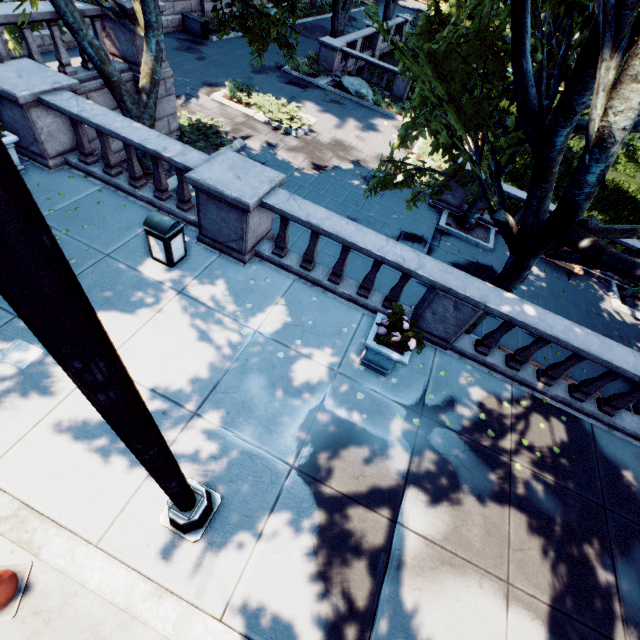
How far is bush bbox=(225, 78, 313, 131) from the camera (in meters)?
15.41

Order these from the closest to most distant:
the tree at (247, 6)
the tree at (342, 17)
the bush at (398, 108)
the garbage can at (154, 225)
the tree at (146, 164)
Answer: the garbage can at (154, 225)
the tree at (247, 6)
the tree at (146, 164)
the bush at (398, 108)
the tree at (342, 17)

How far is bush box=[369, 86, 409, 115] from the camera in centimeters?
Result: 1994cm

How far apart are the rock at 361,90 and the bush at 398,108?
0.0 meters

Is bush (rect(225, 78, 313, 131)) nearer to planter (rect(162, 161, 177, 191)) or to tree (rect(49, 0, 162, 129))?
planter (rect(162, 161, 177, 191))

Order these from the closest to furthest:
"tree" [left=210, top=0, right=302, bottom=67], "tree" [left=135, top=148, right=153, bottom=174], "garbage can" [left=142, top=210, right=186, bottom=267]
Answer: "garbage can" [left=142, top=210, right=186, bottom=267] < "tree" [left=210, top=0, right=302, bottom=67] < "tree" [left=135, top=148, right=153, bottom=174]

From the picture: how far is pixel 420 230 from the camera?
12.8m

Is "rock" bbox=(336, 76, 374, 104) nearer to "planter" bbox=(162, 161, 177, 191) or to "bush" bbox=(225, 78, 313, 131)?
"bush" bbox=(225, 78, 313, 131)
